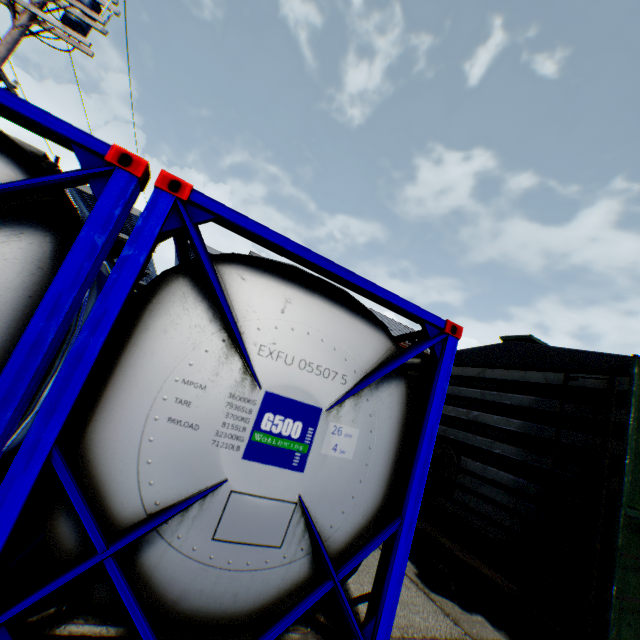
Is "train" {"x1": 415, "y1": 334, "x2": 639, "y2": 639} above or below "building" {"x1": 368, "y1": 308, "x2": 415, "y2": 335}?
below

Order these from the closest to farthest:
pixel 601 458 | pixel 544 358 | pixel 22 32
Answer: pixel 601 458, pixel 544 358, pixel 22 32

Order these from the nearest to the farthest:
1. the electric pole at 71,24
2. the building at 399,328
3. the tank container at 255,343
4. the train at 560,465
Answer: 1. the tank container at 255,343
2. the train at 560,465
3. the electric pole at 71,24
4. the building at 399,328

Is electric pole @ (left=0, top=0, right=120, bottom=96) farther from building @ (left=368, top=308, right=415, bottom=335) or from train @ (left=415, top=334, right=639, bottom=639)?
train @ (left=415, top=334, right=639, bottom=639)

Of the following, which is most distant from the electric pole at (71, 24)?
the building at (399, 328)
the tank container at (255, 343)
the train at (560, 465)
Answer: the train at (560, 465)

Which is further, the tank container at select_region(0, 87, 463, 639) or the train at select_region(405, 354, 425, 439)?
the train at select_region(405, 354, 425, 439)

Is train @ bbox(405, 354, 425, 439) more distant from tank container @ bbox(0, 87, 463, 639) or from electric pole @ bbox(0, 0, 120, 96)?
electric pole @ bbox(0, 0, 120, 96)

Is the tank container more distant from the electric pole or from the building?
the building
